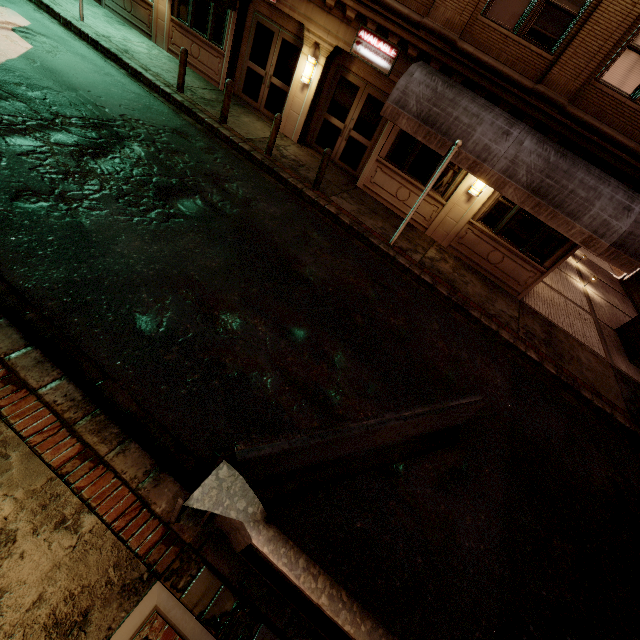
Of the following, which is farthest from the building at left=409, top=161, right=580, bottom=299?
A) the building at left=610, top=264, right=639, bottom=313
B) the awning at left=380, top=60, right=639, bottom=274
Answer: the building at left=610, top=264, right=639, bottom=313

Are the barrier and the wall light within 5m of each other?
no

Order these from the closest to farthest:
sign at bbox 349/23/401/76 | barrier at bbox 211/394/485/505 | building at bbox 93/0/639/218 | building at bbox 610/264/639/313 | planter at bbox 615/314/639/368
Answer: barrier at bbox 211/394/485/505 < building at bbox 93/0/639/218 < sign at bbox 349/23/401/76 < planter at bbox 615/314/639/368 < building at bbox 610/264/639/313

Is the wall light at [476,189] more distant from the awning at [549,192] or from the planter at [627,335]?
the planter at [627,335]

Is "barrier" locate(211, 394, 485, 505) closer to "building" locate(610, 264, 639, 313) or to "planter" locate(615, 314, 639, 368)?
"planter" locate(615, 314, 639, 368)

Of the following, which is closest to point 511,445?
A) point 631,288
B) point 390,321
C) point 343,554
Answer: point 390,321

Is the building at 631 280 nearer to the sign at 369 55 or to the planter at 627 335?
the planter at 627 335

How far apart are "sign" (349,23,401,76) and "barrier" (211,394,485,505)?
9.97m
